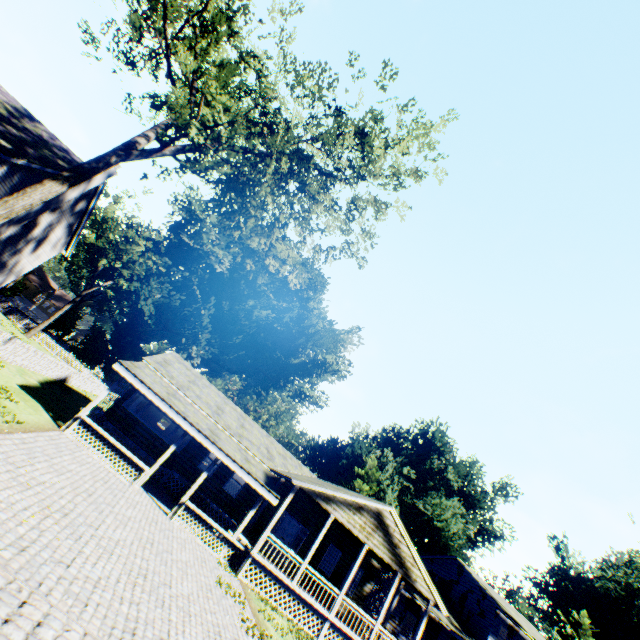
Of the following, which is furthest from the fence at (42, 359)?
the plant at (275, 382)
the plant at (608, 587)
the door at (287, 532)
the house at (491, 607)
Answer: the plant at (608, 587)

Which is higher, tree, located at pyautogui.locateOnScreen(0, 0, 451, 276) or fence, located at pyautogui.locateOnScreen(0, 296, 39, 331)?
tree, located at pyautogui.locateOnScreen(0, 0, 451, 276)

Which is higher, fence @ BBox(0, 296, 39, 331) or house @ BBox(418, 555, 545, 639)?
house @ BBox(418, 555, 545, 639)

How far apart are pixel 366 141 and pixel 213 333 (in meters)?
52.89

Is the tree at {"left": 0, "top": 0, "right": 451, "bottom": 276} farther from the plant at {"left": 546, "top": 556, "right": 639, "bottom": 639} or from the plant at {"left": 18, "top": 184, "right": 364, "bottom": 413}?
the plant at {"left": 546, "top": 556, "right": 639, "bottom": 639}

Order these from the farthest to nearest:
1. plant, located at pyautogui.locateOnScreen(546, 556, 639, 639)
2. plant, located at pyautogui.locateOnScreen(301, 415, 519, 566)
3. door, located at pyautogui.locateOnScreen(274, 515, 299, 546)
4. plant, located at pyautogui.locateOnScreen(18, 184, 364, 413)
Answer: plant, located at pyautogui.locateOnScreen(546, 556, 639, 639)
plant, located at pyautogui.locateOnScreen(301, 415, 519, 566)
plant, located at pyautogui.locateOnScreen(18, 184, 364, 413)
door, located at pyautogui.locateOnScreen(274, 515, 299, 546)

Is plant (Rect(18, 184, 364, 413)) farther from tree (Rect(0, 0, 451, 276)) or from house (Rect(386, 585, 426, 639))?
tree (Rect(0, 0, 451, 276))

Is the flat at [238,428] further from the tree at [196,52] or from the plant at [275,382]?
the tree at [196,52]
